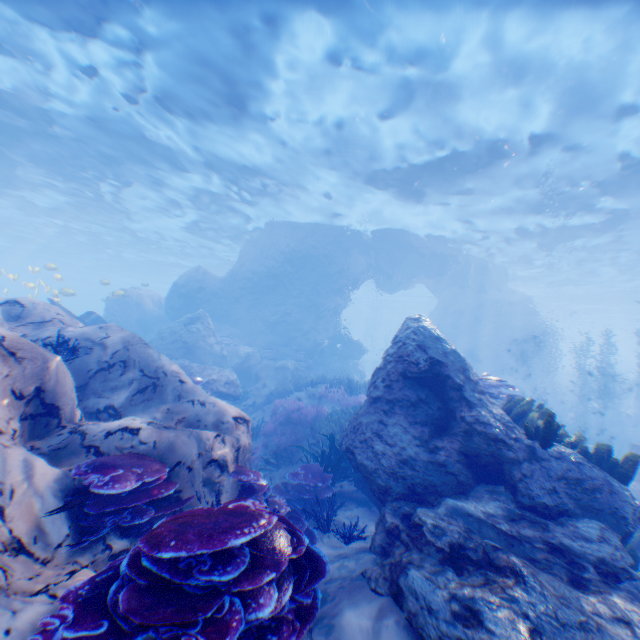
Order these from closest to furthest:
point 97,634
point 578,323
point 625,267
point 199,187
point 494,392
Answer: point 97,634, point 494,392, point 199,187, point 625,267, point 578,323

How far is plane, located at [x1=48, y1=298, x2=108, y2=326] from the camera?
12.05m

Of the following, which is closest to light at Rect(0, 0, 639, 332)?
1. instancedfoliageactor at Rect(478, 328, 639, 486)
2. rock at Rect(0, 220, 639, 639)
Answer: rock at Rect(0, 220, 639, 639)

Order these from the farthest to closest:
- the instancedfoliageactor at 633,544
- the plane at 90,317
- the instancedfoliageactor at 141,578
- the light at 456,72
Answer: the plane at 90,317 < the light at 456,72 < the instancedfoliageactor at 633,544 < the instancedfoliageactor at 141,578

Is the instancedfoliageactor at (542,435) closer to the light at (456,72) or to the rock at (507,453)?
the rock at (507,453)

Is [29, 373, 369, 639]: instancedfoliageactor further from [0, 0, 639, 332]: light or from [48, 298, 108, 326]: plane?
[0, 0, 639, 332]: light

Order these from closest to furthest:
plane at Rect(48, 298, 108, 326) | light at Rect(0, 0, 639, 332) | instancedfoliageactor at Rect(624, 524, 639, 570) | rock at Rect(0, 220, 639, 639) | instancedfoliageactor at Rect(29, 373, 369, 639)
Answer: instancedfoliageactor at Rect(29, 373, 369, 639) → rock at Rect(0, 220, 639, 639) → instancedfoliageactor at Rect(624, 524, 639, 570) → light at Rect(0, 0, 639, 332) → plane at Rect(48, 298, 108, 326)
